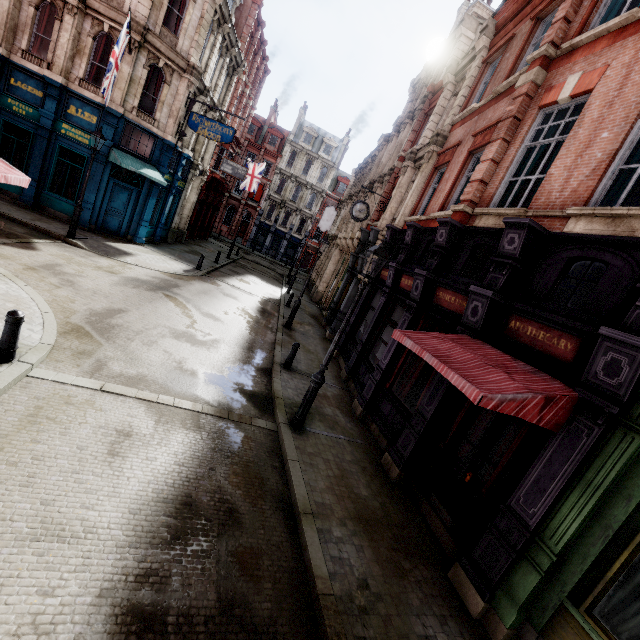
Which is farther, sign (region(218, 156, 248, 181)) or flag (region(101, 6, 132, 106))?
sign (region(218, 156, 248, 181))

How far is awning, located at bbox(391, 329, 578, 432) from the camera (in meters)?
4.38

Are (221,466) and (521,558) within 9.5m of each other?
yes

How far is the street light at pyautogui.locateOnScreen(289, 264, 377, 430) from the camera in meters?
7.1 m

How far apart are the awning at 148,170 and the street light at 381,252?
14.36m

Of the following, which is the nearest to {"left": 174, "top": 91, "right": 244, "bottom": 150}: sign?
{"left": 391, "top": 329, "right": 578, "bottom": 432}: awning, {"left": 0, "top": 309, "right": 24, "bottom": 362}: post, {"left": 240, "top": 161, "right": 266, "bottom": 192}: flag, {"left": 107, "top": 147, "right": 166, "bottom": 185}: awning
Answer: {"left": 107, "top": 147, "right": 166, "bottom": 185}: awning

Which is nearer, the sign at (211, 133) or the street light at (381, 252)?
the street light at (381, 252)

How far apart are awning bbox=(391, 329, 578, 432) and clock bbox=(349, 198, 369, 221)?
10.53m
